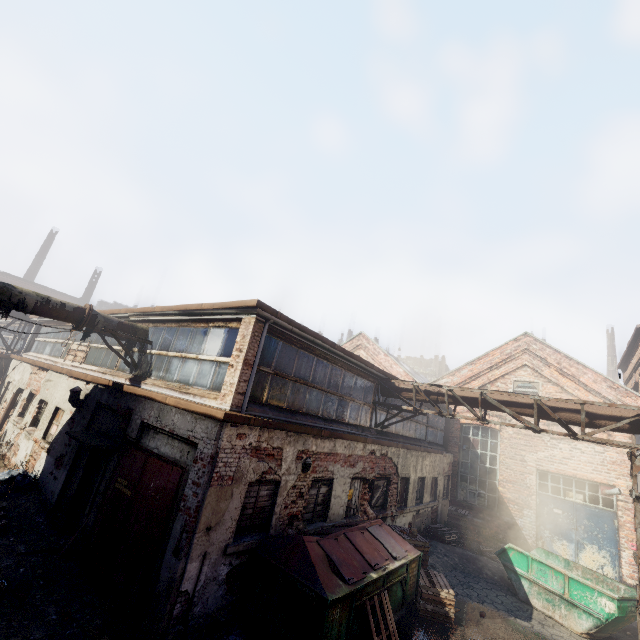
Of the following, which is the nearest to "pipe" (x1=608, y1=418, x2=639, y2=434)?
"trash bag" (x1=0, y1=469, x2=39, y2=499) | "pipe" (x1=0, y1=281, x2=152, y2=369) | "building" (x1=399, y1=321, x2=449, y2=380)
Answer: "pipe" (x1=0, y1=281, x2=152, y2=369)

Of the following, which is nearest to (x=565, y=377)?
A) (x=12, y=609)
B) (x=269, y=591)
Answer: (x=269, y=591)

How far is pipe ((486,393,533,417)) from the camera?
9.3m

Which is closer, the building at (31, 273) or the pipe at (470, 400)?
the pipe at (470, 400)

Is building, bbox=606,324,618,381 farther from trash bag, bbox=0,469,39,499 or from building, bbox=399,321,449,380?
trash bag, bbox=0,469,39,499

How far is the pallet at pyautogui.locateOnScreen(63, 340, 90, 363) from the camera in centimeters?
1258cm

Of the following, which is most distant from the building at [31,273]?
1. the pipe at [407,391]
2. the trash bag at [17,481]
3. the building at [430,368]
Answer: the building at [430,368]
